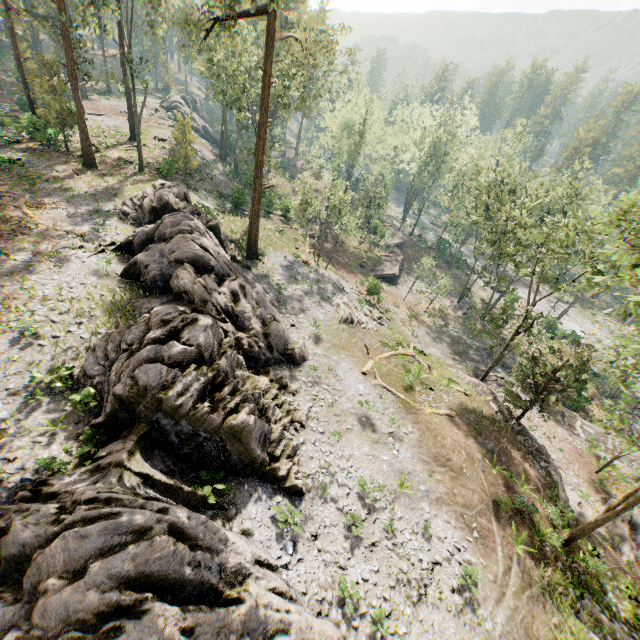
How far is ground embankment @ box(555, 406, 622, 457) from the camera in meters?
28.2

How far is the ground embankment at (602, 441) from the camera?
28.20m

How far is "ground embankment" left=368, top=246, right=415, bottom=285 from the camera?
45.09m

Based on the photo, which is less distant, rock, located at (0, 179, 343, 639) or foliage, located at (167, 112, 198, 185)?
rock, located at (0, 179, 343, 639)

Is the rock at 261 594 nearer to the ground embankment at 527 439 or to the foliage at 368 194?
the foliage at 368 194

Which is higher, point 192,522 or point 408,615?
point 192,522

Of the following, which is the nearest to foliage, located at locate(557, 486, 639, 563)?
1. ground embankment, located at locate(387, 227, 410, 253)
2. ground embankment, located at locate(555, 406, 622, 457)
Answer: ground embankment, located at locate(387, 227, 410, 253)

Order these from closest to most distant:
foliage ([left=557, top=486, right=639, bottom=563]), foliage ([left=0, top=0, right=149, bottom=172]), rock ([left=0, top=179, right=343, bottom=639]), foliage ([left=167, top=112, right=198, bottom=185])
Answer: rock ([left=0, top=179, right=343, bottom=639])
foliage ([left=557, top=486, right=639, bottom=563])
foliage ([left=0, top=0, right=149, bottom=172])
foliage ([left=167, top=112, right=198, bottom=185])
